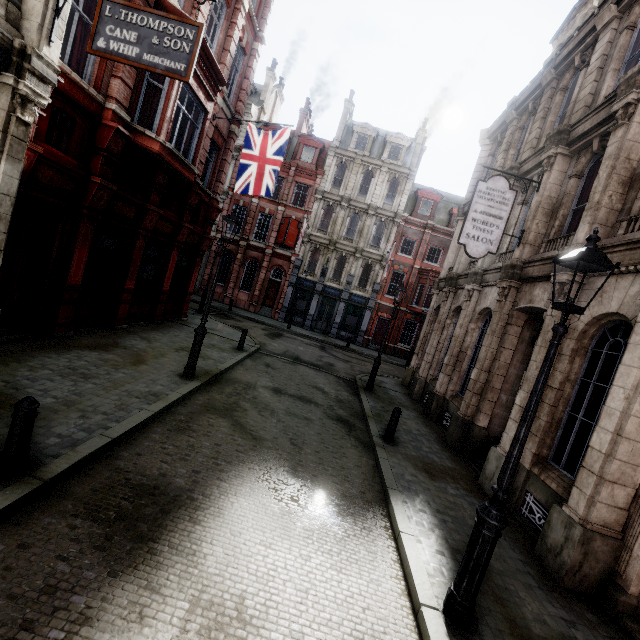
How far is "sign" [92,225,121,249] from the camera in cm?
980

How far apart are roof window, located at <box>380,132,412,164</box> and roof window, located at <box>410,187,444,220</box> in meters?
2.5

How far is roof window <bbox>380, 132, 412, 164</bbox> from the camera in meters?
29.4 m

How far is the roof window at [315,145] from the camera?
29.7 meters

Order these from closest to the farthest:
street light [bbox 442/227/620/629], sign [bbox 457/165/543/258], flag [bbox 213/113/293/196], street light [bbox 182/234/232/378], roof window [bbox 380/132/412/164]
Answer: street light [bbox 442/227/620/629] → street light [bbox 182/234/232/378] → sign [bbox 457/165/543/258] → flag [bbox 213/113/293/196] → roof window [bbox 380/132/412/164]

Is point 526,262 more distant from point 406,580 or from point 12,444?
point 12,444

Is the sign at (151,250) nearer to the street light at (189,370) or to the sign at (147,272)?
the sign at (147,272)

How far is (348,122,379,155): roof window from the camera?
29.47m
